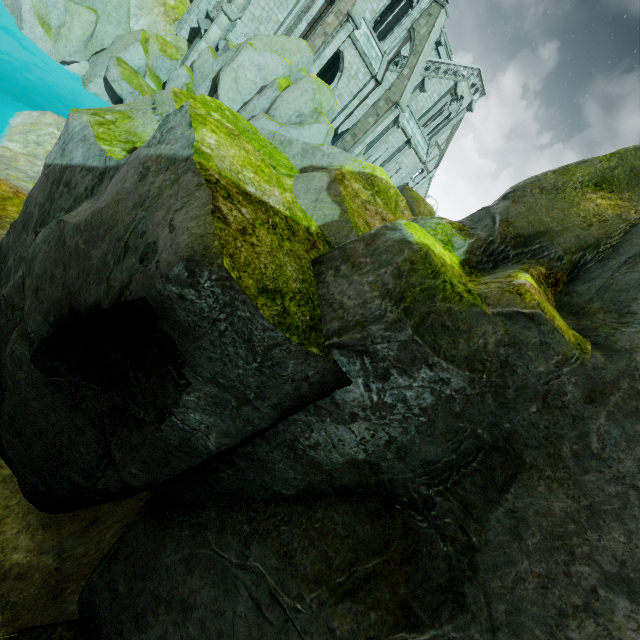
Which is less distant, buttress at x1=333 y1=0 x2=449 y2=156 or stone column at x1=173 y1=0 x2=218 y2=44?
stone column at x1=173 y1=0 x2=218 y2=44

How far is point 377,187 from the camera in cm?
532

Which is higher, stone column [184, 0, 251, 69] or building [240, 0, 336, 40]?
building [240, 0, 336, 40]

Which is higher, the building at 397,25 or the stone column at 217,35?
the building at 397,25

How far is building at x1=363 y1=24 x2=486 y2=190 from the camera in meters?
28.6 m

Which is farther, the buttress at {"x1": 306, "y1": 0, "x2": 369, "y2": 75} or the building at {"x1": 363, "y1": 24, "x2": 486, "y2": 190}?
the building at {"x1": 363, "y1": 24, "x2": 486, "y2": 190}

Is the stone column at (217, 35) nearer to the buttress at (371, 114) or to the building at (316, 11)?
the building at (316, 11)

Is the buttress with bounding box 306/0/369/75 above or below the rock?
above
